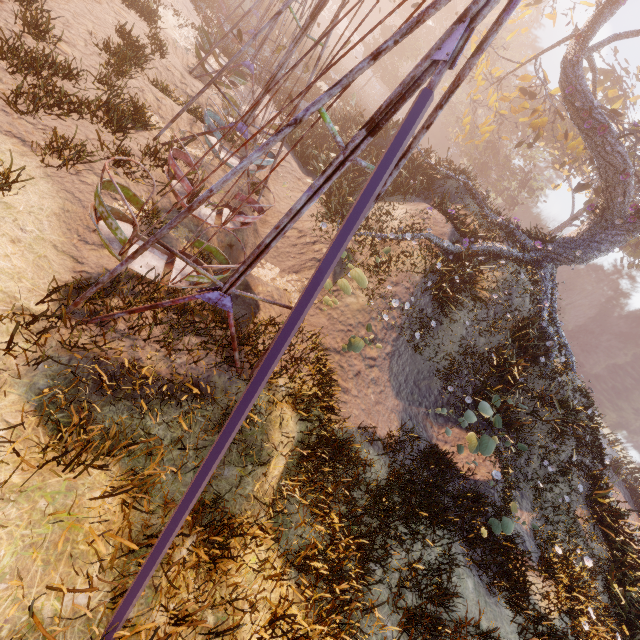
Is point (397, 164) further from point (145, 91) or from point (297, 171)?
point (297, 171)

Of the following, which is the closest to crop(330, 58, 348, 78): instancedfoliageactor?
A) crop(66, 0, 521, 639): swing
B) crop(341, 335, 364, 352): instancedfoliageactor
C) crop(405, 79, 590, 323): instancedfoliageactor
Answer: crop(66, 0, 521, 639): swing

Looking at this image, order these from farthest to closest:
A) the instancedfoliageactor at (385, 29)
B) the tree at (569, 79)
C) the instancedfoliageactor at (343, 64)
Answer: the instancedfoliageactor at (343, 64) → the instancedfoliageactor at (385, 29) → the tree at (569, 79)

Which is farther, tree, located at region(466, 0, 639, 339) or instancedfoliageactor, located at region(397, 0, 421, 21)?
instancedfoliageactor, located at region(397, 0, 421, 21)

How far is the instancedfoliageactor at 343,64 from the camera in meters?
40.2

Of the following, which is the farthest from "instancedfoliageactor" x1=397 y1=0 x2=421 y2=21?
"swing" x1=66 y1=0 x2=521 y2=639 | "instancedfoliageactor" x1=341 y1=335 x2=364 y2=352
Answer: "instancedfoliageactor" x1=341 y1=335 x2=364 y2=352

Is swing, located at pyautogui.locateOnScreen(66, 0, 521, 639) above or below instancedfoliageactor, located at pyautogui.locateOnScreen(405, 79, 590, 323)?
below

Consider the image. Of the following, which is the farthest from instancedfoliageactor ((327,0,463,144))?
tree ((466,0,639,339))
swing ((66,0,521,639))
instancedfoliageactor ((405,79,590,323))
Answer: tree ((466,0,639,339))
